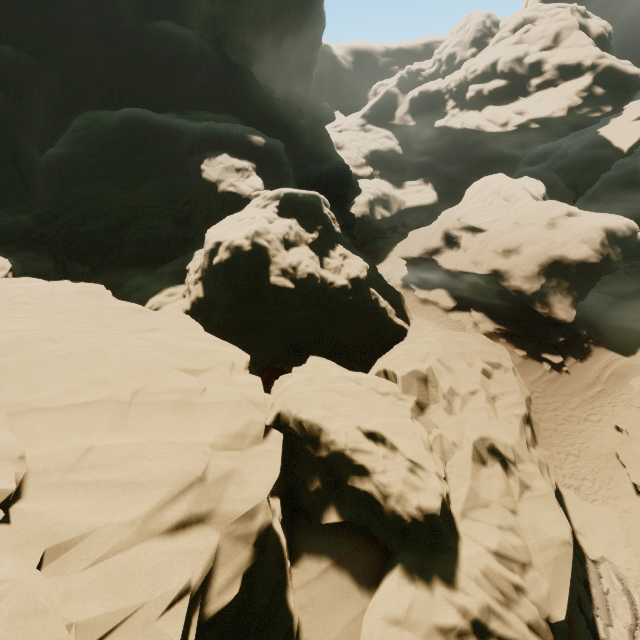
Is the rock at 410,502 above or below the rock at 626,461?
above

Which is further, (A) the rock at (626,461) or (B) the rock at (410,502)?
(A) the rock at (626,461)

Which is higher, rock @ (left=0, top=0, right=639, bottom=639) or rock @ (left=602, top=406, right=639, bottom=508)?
rock @ (left=0, top=0, right=639, bottom=639)

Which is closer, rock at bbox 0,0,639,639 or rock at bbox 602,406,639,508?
rock at bbox 0,0,639,639

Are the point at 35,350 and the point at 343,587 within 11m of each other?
yes
